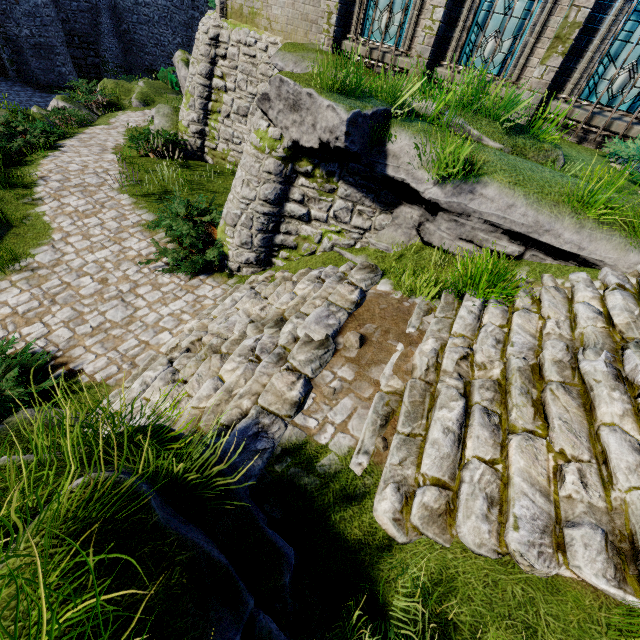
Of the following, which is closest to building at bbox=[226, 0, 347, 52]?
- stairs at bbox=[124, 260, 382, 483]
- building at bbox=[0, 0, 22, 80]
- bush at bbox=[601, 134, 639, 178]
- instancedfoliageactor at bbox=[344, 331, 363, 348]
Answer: bush at bbox=[601, 134, 639, 178]

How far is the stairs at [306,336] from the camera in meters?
3.7

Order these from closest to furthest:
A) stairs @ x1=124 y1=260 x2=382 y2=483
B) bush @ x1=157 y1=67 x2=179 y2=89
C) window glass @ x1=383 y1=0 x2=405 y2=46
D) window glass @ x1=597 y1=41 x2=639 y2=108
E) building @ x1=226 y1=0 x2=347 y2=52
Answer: stairs @ x1=124 y1=260 x2=382 y2=483 < window glass @ x1=597 y1=41 x2=639 y2=108 < window glass @ x1=383 y1=0 x2=405 y2=46 < building @ x1=226 y1=0 x2=347 y2=52 < bush @ x1=157 y1=67 x2=179 y2=89

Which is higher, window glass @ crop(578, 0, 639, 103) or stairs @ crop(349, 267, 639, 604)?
window glass @ crop(578, 0, 639, 103)

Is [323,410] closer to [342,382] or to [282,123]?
[342,382]

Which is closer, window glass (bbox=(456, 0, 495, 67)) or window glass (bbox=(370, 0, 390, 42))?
window glass (bbox=(456, 0, 495, 67))

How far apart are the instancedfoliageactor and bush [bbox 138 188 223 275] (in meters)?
4.44

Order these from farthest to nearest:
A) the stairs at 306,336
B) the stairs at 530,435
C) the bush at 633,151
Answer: the bush at 633,151
the stairs at 306,336
the stairs at 530,435
